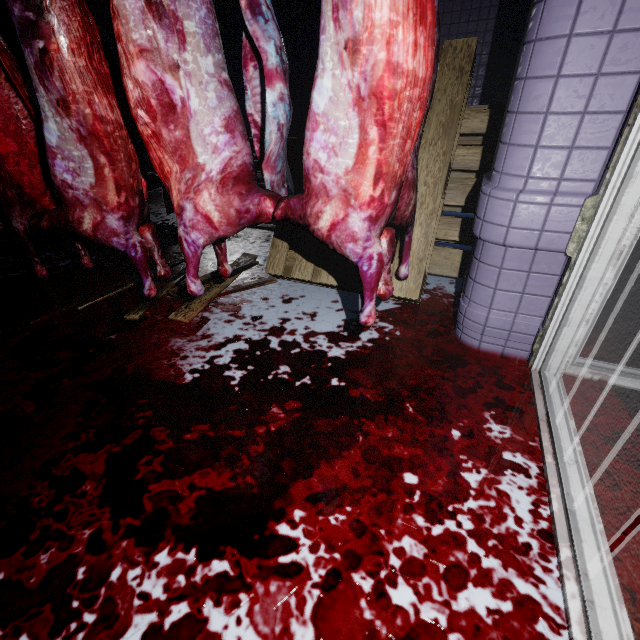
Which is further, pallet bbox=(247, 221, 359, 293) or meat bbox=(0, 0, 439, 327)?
pallet bbox=(247, 221, 359, 293)

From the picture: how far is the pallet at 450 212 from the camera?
1.76m

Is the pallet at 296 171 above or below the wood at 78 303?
above

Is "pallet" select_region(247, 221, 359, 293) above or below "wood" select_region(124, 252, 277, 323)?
above

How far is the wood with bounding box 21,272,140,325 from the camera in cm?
184

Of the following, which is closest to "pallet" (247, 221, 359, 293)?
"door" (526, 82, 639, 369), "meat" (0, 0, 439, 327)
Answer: "meat" (0, 0, 439, 327)

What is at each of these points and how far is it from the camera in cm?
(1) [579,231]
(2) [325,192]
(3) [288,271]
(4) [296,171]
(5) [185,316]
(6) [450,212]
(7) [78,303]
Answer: (1) door, 110
(2) meat, 102
(3) pallet, 208
(4) pallet, 210
(5) wood, 179
(6) pallet, 294
(7) wood, 198
